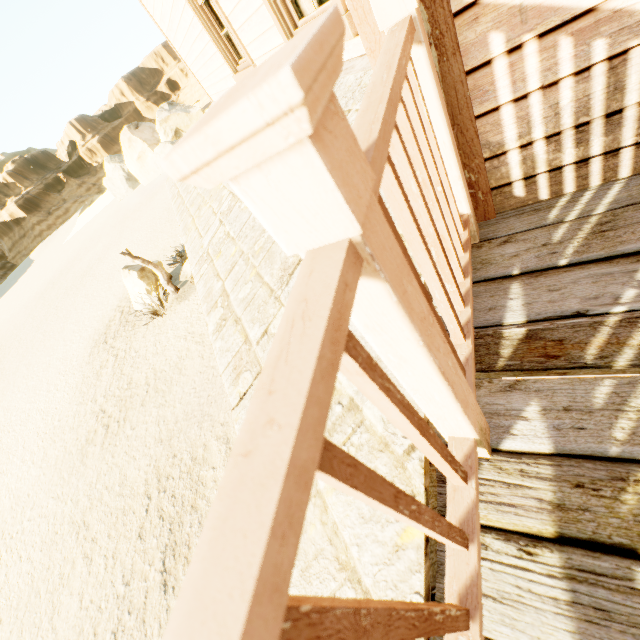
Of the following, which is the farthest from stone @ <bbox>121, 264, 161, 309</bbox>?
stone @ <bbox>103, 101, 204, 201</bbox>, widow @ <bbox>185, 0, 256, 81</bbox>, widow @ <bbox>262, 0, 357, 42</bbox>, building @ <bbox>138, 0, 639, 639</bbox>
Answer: stone @ <bbox>103, 101, 204, 201</bbox>

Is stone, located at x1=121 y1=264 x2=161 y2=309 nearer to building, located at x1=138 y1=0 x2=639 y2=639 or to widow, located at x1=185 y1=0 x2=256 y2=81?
building, located at x1=138 y1=0 x2=639 y2=639

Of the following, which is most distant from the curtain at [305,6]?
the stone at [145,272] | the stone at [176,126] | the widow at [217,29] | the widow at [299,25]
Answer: the stone at [176,126]

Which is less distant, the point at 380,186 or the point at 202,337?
the point at 380,186

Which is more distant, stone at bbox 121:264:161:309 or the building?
stone at bbox 121:264:161:309

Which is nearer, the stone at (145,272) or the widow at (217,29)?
the widow at (217,29)

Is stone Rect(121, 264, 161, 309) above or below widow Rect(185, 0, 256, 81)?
below

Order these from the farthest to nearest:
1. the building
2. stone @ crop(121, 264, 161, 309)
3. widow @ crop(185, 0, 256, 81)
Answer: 1. stone @ crop(121, 264, 161, 309)
2. widow @ crop(185, 0, 256, 81)
3. the building
